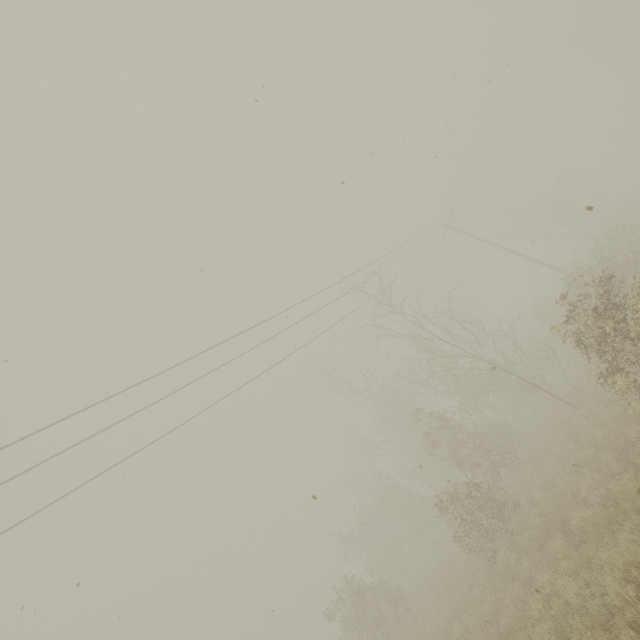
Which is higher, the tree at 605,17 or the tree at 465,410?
the tree at 605,17

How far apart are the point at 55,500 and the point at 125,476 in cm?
271

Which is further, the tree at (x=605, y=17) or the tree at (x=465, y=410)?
the tree at (x=605, y=17)

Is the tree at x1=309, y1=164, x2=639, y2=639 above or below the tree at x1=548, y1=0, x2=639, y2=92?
below

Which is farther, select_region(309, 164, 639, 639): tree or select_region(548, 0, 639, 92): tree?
select_region(548, 0, 639, 92): tree
